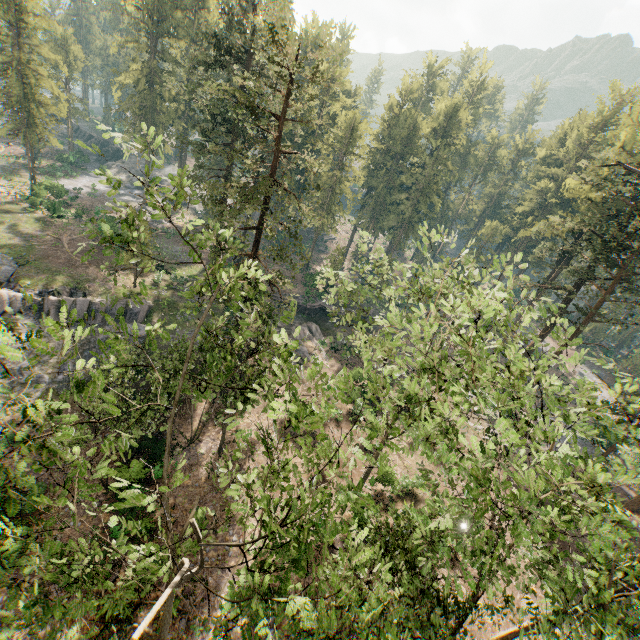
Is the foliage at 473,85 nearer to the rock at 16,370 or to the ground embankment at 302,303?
the rock at 16,370

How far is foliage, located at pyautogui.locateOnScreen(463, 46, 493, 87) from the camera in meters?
57.1 m

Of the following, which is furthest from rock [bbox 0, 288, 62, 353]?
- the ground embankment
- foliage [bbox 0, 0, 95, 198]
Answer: the ground embankment

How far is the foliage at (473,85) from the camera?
57.1m

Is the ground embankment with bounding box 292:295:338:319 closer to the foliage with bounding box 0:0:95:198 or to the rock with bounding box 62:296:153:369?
the foliage with bounding box 0:0:95:198

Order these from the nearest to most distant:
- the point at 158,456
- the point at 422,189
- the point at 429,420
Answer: the point at 429,420 → the point at 158,456 → the point at 422,189

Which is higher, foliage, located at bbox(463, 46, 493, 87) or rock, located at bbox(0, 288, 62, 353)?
foliage, located at bbox(463, 46, 493, 87)
